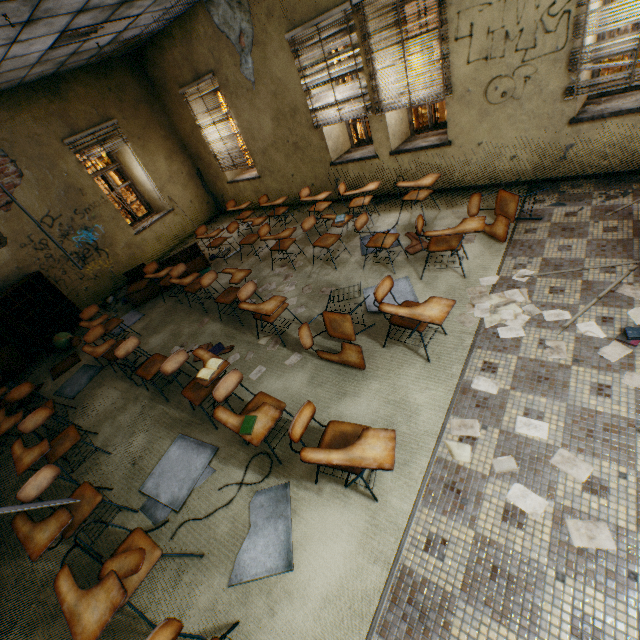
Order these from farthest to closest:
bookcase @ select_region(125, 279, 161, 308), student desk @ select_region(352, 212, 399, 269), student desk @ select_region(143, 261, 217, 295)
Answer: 1. bookcase @ select_region(125, 279, 161, 308)
2. student desk @ select_region(143, 261, 217, 295)
3. student desk @ select_region(352, 212, 399, 269)

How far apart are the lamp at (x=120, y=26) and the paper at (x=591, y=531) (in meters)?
7.71

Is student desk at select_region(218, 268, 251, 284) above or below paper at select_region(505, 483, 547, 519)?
above

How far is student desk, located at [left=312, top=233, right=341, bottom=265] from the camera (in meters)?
5.04

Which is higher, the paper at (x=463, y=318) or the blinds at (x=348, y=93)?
the blinds at (x=348, y=93)

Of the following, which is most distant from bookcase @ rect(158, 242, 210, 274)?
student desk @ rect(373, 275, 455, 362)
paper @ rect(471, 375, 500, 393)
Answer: paper @ rect(471, 375, 500, 393)

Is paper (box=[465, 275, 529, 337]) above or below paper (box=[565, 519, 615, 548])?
above

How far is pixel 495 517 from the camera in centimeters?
219cm
